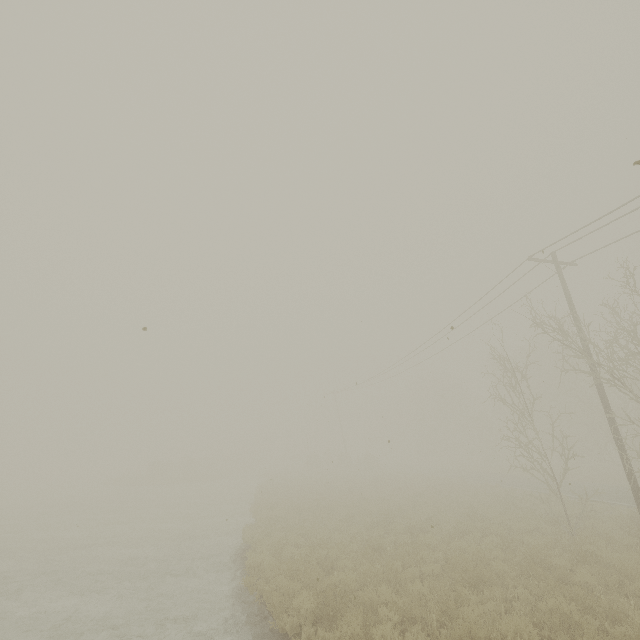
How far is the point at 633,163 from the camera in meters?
3.1 m
